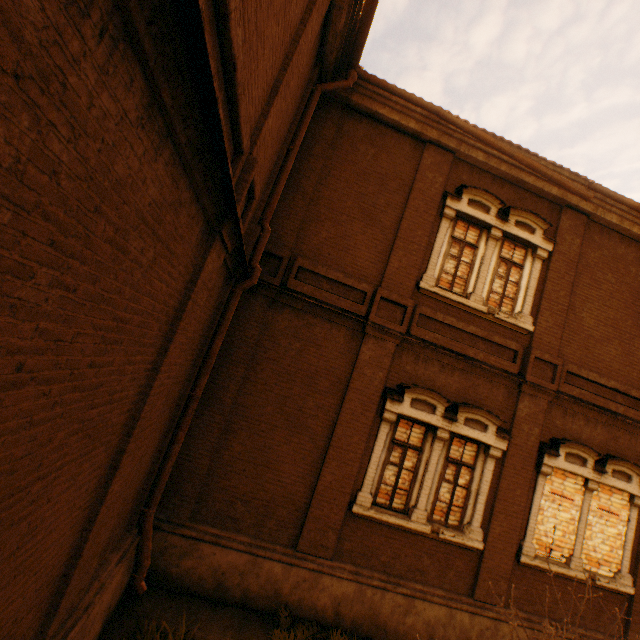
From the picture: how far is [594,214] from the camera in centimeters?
827cm

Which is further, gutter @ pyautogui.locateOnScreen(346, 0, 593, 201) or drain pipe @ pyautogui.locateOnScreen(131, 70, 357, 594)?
gutter @ pyautogui.locateOnScreen(346, 0, 593, 201)

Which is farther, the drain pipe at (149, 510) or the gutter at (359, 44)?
the gutter at (359, 44)

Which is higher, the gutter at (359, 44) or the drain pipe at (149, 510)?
the gutter at (359, 44)

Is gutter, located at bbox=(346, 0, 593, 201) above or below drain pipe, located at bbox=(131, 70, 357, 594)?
above

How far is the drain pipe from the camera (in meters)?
5.29
